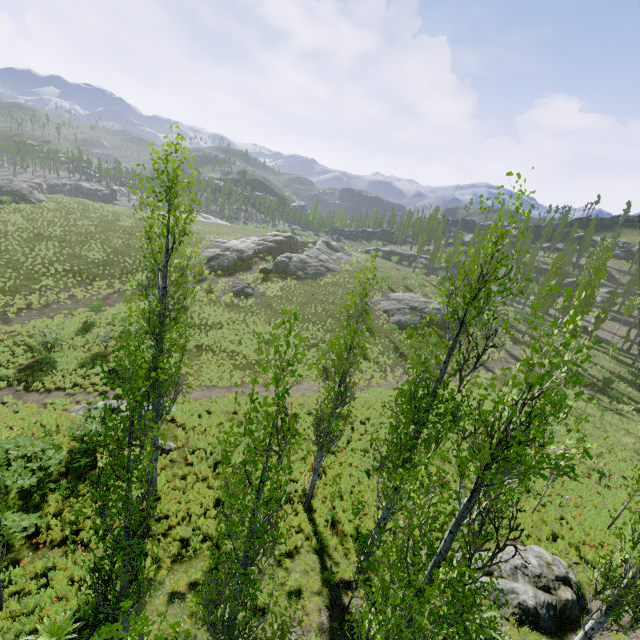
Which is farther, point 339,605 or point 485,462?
point 339,605

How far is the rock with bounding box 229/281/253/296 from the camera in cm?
3662

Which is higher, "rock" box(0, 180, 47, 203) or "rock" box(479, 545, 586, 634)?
"rock" box(0, 180, 47, 203)

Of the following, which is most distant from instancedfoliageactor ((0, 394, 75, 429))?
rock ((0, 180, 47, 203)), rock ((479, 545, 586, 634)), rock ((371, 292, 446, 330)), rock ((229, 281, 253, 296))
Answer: rock ((229, 281, 253, 296))

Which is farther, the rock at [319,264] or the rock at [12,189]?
the rock at [12,189]

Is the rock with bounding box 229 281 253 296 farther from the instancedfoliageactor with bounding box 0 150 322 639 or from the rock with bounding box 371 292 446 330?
the rock with bounding box 371 292 446 330

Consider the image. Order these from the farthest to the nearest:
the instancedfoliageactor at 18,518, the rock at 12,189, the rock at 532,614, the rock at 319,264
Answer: the rock at 12,189
the rock at 319,264
the rock at 532,614
the instancedfoliageactor at 18,518

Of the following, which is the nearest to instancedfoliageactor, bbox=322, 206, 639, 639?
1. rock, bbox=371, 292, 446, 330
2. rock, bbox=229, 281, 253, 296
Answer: rock, bbox=371, 292, 446, 330
